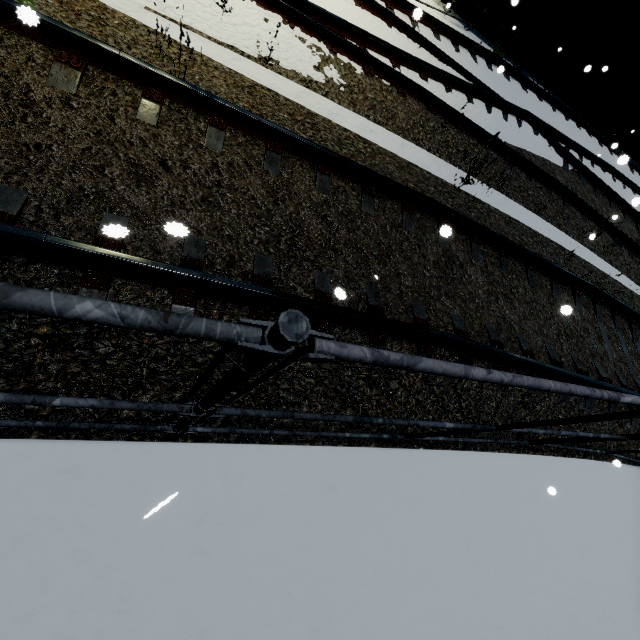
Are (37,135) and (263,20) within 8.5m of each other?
yes

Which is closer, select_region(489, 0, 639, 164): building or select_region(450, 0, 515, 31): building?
select_region(450, 0, 515, 31): building

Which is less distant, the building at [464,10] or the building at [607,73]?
the building at [464,10]
